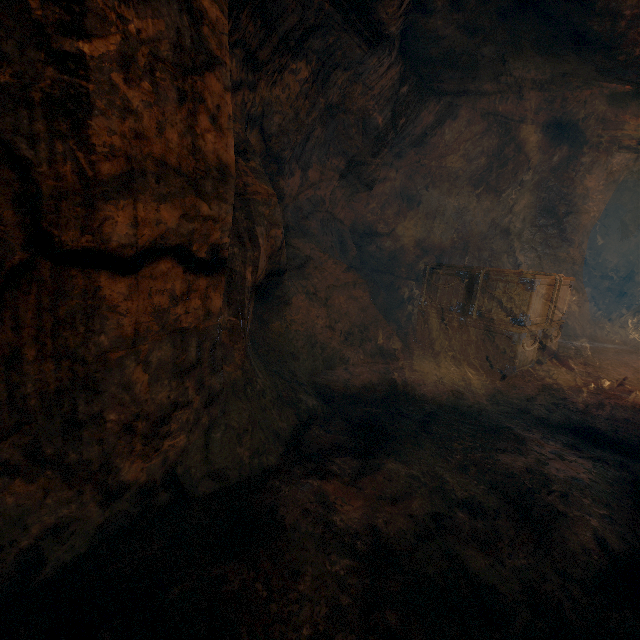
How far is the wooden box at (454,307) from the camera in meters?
5.4 m

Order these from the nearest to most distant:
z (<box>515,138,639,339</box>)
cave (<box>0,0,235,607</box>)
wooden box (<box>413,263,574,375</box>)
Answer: cave (<box>0,0,235,607</box>) < wooden box (<box>413,263,574,375</box>) < z (<box>515,138,639,339</box>)

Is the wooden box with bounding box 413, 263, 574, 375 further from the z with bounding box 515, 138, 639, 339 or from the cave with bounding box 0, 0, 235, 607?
the cave with bounding box 0, 0, 235, 607

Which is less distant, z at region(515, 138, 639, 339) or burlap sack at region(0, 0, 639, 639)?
burlap sack at region(0, 0, 639, 639)

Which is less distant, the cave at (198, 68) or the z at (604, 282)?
the cave at (198, 68)

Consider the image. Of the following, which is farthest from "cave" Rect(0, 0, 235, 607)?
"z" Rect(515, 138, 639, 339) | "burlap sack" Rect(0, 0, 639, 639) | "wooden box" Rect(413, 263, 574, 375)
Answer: "z" Rect(515, 138, 639, 339)

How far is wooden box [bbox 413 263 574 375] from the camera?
5.4 meters

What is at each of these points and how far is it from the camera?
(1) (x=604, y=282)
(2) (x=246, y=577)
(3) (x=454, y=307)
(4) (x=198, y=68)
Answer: (1) z, 17.4m
(2) burlap sack, 1.7m
(3) wooden box, 6.2m
(4) cave, 1.8m
